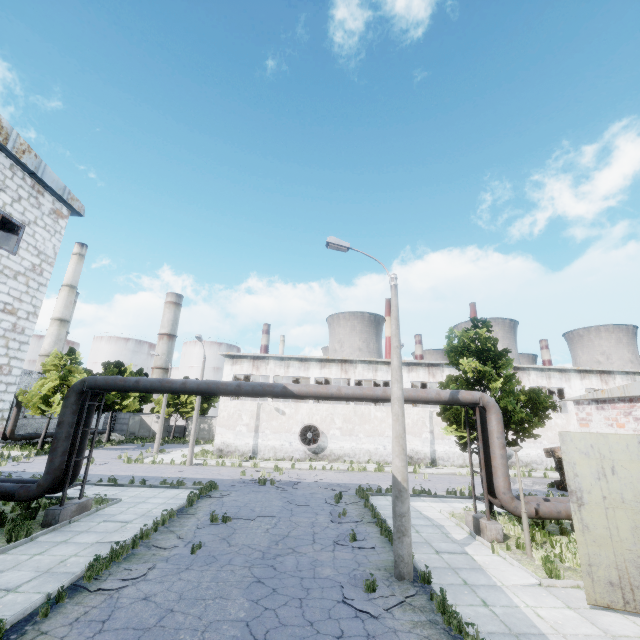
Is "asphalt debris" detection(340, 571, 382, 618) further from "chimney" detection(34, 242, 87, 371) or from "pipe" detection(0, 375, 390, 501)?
A: "chimney" detection(34, 242, 87, 371)

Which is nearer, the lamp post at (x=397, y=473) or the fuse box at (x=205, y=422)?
the lamp post at (x=397, y=473)

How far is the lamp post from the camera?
8.70m

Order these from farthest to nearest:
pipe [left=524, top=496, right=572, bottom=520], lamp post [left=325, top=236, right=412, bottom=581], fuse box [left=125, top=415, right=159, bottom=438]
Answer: fuse box [left=125, top=415, right=159, bottom=438] < pipe [left=524, top=496, right=572, bottom=520] < lamp post [left=325, top=236, right=412, bottom=581]

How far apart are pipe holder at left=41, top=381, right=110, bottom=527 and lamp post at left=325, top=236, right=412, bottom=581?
10.86m

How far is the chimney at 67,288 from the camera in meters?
52.4

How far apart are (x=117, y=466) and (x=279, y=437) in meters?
13.1

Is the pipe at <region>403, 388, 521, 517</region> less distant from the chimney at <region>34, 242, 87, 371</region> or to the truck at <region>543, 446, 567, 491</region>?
the truck at <region>543, 446, 567, 491</region>
